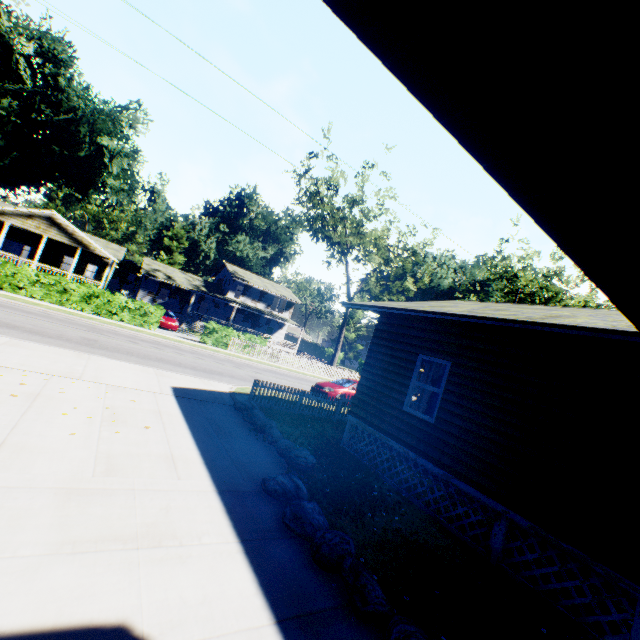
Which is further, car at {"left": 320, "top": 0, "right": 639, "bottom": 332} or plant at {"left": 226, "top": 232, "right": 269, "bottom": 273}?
plant at {"left": 226, "top": 232, "right": 269, "bottom": 273}

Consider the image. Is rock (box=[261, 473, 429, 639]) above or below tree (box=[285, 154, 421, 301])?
below

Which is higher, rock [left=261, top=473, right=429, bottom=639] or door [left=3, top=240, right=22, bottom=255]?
door [left=3, top=240, right=22, bottom=255]

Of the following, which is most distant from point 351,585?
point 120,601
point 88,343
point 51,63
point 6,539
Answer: point 51,63

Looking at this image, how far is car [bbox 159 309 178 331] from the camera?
27.08m

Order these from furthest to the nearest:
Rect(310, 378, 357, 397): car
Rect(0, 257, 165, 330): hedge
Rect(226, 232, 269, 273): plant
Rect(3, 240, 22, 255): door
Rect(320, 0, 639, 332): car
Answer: Rect(226, 232, 269, 273): plant → Rect(3, 240, 22, 255): door → Rect(0, 257, 165, 330): hedge → Rect(310, 378, 357, 397): car → Rect(320, 0, 639, 332): car

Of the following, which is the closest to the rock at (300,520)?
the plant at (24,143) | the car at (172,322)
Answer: the car at (172,322)

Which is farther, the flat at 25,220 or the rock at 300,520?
the flat at 25,220
